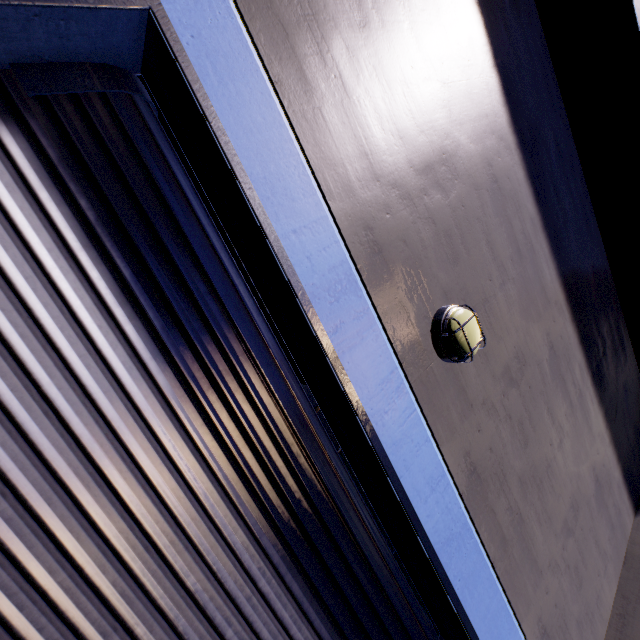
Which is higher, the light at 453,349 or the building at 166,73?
the light at 453,349

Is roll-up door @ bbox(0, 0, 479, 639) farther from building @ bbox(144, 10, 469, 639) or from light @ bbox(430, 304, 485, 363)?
light @ bbox(430, 304, 485, 363)

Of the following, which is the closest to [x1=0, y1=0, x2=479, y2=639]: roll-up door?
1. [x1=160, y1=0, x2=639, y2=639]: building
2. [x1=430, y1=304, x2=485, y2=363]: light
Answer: [x1=160, y1=0, x2=639, y2=639]: building

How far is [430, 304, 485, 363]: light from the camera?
2.44m

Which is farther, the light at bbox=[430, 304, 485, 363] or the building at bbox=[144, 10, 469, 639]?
the light at bbox=[430, 304, 485, 363]

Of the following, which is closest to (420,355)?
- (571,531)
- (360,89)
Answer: (360,89)

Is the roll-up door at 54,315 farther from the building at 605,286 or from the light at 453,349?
the light at 453,349

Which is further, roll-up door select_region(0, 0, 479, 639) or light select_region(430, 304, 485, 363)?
light select_region(430, 304, 485, 363)
